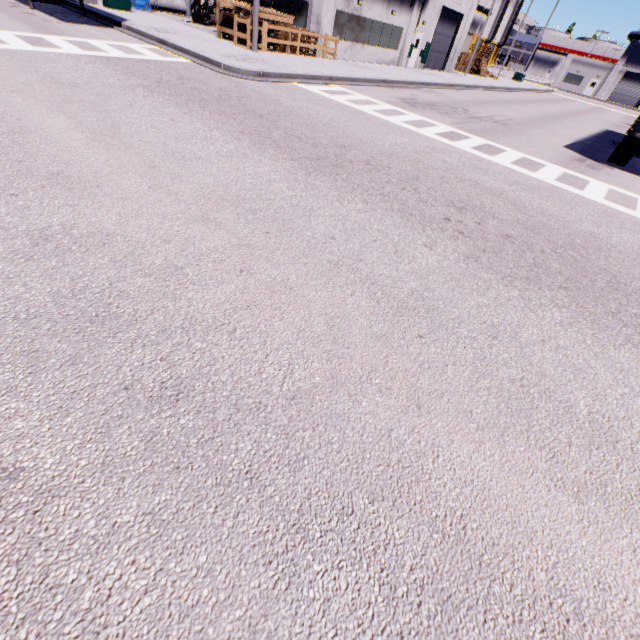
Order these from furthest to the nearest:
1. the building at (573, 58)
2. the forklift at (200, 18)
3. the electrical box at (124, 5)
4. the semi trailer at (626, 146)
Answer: the building at (573, 58)
the forklift at (200, 18)
the electrical box at (124, 5)
the semi trailer at (626, 146)

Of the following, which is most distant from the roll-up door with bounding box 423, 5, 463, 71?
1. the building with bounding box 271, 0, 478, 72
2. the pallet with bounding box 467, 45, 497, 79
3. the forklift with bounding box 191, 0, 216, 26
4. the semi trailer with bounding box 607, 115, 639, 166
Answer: the forklift with bounding box 191, 0, 216, 26

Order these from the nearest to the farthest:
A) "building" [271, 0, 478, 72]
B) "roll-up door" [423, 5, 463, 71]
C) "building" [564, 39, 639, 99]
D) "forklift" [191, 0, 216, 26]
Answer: "building" [271, 0, 478, 72] → "forklift" [191, 0, 216, 26] → "roll-up door" [423, 5, 463, 71] → "building" [564, 39, 639, 99]

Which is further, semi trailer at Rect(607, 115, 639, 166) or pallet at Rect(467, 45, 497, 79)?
pallet at Rect(467, 45, 497, 79)

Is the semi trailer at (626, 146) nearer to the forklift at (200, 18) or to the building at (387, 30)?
the building at (387, 30)

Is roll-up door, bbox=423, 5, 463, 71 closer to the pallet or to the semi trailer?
the pallet

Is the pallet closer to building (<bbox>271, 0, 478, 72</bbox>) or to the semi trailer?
building (<bbox>271, 0, 478, 72</bbox>)

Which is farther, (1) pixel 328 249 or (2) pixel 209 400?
(1) pixel 328 249
